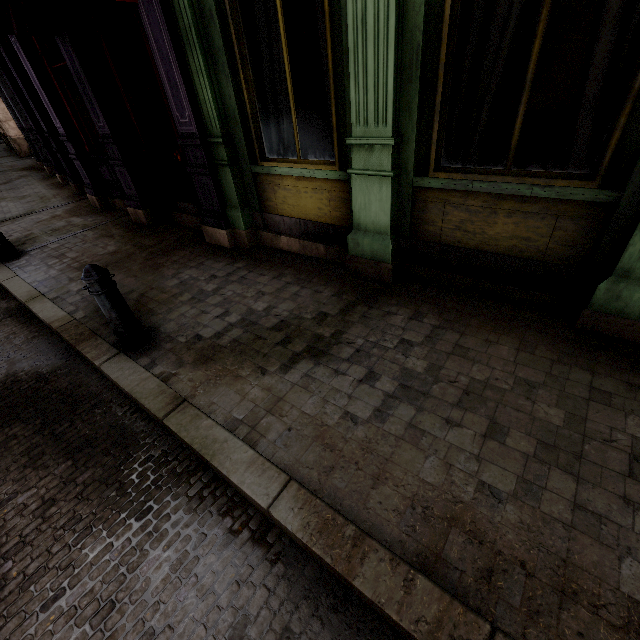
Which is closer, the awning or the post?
the post

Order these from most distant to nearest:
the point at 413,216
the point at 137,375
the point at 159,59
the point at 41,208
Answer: the point at 41,208
the point at 159,59
the point at 413,216
the point at 137,375

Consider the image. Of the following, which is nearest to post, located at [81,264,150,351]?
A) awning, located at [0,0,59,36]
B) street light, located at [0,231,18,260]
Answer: awning, located at [0,0,59,36]

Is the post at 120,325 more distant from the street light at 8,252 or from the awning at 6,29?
the street light at 8,252

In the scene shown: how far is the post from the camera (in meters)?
3.00

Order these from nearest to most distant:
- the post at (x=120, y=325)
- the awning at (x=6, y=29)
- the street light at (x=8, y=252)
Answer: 1. the post at (x=120, y=325)
2. the awning at (x=6, y=29)
3. the street light at (x=8, y=252)

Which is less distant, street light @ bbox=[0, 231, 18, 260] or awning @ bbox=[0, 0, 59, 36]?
awning @ bbox=[0, 0, 59, 36]

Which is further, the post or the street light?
the street light
